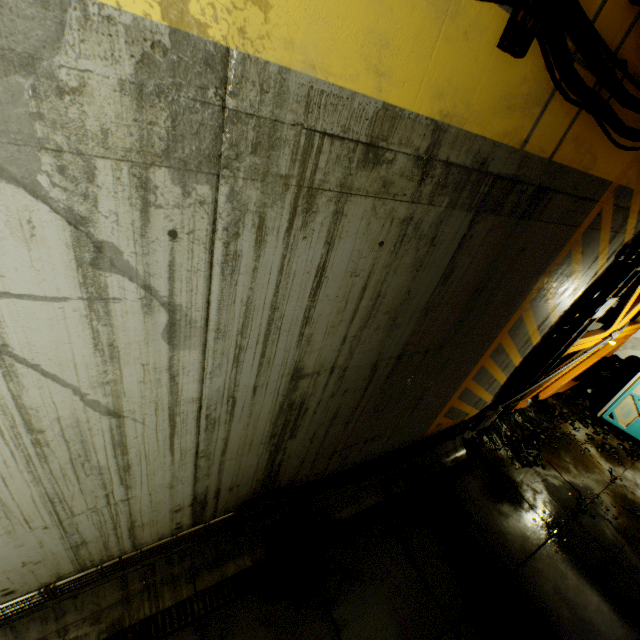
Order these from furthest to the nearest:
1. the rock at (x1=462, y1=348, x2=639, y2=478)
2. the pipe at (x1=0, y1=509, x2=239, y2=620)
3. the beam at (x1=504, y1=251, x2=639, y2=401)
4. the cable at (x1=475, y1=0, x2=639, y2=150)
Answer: the rock at (x1=462, y1=348, x2=639, y2=478) → the beam at (x1=504, y1=251, x2=639, y2=401) → the pipe at (x1=0, y1=509, x2=239, y2=620) → the cable at (x1=475, y1=0, x2=639, y2=150)

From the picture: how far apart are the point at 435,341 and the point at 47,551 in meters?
4.1 m

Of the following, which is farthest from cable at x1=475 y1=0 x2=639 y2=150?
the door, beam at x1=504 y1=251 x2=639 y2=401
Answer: the door

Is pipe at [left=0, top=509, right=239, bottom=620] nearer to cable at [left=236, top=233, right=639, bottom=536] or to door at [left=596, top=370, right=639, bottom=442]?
cable at [left=236, top=233, right=639, bottom=536]

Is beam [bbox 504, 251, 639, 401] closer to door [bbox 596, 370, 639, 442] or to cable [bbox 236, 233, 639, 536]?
cable [bbox 236, 233, 639, 536]

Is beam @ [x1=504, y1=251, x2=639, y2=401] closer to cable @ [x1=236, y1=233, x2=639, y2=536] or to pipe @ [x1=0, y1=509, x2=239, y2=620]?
cable @ [x1=236, y1=233, x2=639, y2=536]

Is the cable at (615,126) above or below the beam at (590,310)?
above

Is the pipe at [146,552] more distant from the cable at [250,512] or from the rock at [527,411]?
the rock at [527,411]
